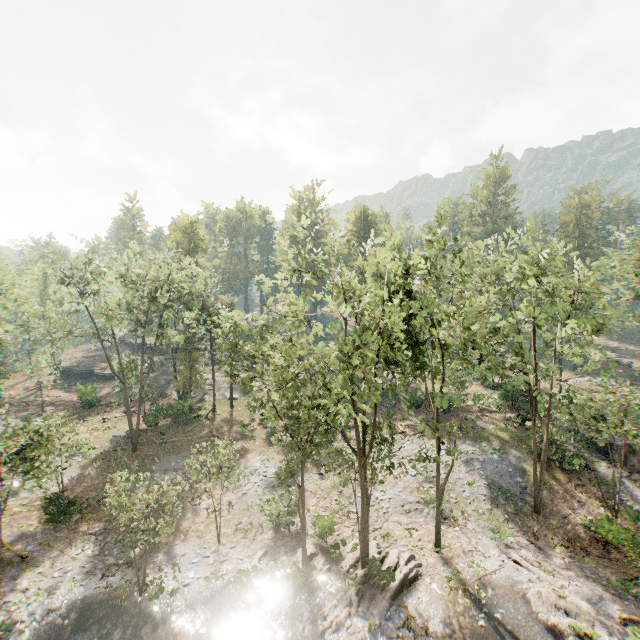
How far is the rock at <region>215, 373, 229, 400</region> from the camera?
44.5m

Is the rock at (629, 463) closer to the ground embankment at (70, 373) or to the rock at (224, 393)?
the rock at (224, 393)

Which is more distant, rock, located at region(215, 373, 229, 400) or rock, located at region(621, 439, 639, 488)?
rock, located at region(215, 373, 229, 400)

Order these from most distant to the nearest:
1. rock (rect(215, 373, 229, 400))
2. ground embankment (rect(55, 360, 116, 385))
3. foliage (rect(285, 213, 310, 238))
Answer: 1. ground embankment (rect(55, 360, 116, 385))
2. rock (rect(215, 373, 229, 400))
3. foliage (rect(285, 213, 310, 238))

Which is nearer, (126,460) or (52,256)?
(52,256)

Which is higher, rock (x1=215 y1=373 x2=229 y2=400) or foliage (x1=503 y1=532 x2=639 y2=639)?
rock (x1=215 y1=373 x2=229 y2=400)

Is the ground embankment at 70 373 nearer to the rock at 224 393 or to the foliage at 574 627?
the foliage at 574 627

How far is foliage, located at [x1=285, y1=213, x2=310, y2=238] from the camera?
Answer: 15.2m
